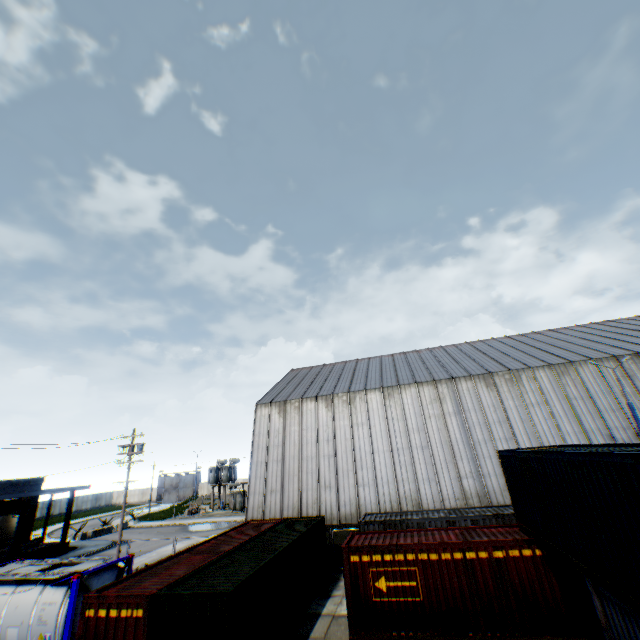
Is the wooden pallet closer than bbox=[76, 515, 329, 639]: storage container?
No

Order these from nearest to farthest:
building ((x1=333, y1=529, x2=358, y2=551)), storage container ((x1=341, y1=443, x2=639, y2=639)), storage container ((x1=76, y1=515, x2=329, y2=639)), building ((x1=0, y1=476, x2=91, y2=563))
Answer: storage container ((x1=341, y1=443, x2=639, y2=639)) < storage container ((x1=76, y1=515, x2=329, y2=639)) < building ((x1=333, y1=529, x2=358, y2=551)) < building ((x1=0, y1=476, x2=91, y2=563))

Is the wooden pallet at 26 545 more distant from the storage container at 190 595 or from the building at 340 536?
the storage container at 190 595

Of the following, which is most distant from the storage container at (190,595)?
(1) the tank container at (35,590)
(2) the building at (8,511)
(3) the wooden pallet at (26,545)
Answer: (3) the wooden pallet at (26,545)

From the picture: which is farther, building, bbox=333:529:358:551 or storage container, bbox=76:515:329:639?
building, bbox=333:529:358:551

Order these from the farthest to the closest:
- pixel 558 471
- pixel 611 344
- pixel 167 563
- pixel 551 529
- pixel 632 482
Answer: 1. pixel 611 344
2. pixel 167 563
3. pixel 551 529
4. pixel 558 471
5. pixel 632 482

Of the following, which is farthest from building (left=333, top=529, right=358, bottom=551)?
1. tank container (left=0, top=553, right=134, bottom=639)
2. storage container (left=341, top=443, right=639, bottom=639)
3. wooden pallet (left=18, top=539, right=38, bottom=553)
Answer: wooden pallet (left=18, top=539, right=38, bottom=553)

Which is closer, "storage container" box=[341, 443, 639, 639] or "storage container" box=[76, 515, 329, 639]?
"storage container" box=[341, 443, 639, 639]
